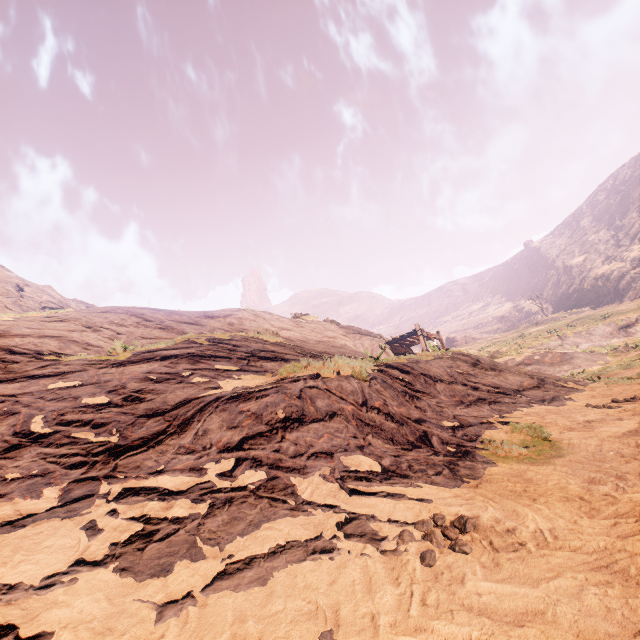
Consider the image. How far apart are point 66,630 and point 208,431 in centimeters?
255cm
